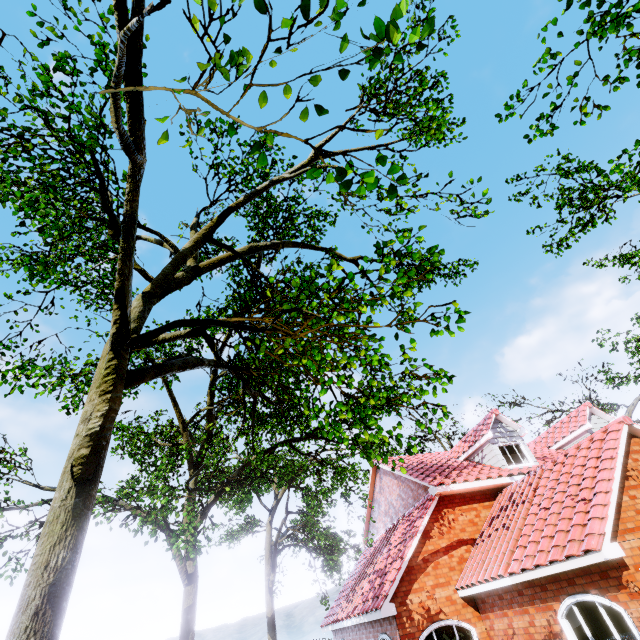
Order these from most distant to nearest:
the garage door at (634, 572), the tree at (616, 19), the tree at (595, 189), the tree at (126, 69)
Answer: the tree at (595, 189) < the garage door at (634, 572) < the tree at (616, 19) < the tree at (126, 69)

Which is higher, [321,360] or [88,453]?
[321,360]

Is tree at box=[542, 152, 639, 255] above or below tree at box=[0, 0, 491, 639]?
above

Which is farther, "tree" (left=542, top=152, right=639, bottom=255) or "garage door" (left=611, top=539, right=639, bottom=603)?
"tree" (left=542, top=152, right=639, bottom=255)

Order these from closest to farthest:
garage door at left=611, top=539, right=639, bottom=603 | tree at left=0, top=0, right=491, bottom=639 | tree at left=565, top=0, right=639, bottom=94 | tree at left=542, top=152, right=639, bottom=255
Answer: tree at left=0, top=0, right=491, bottom=639 < tree at left=565, top=0, right=639, bottom=94 < garage door at left=611, top=539, right=639, bottom=603 < tree at left=542, top=152, right=639, bottom=255

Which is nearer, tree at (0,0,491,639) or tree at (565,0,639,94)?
tree at (0,0,491,639)

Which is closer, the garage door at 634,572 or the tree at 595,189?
the garage door at 634,572
